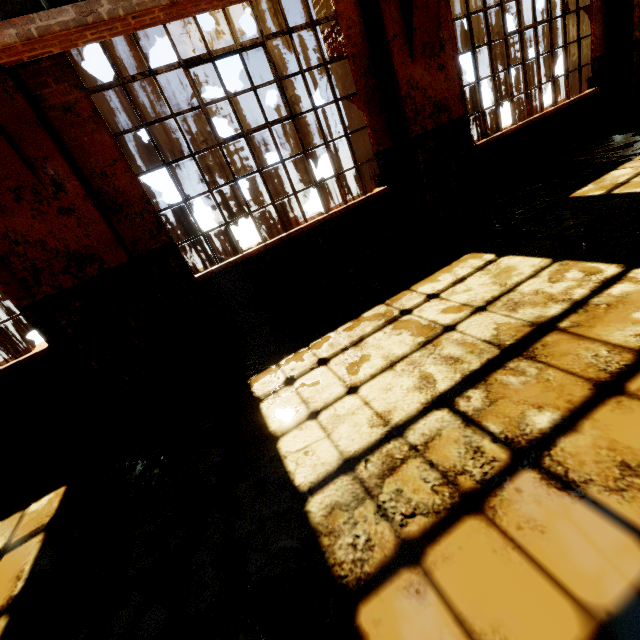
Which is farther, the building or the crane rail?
the building

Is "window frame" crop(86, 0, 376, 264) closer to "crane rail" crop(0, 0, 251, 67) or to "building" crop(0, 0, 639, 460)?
"building" crop(0, 0, 639, 460)

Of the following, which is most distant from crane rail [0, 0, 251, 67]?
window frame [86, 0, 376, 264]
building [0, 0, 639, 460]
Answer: window frame [86, 0, 376, 264]

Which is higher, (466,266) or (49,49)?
(49,49)

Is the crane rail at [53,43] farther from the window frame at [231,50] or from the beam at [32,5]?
the window frame at [231,50]

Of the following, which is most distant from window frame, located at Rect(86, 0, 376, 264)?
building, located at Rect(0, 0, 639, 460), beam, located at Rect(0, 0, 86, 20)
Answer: beam, located at Rect(0, 0, 86, 20)

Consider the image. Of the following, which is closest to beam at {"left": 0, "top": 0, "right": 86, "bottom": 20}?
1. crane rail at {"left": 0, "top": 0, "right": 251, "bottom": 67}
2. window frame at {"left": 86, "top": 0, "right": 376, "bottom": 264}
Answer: crane rail at {"left": 0, "top": 0, "right": 251, "bottom": 67}
